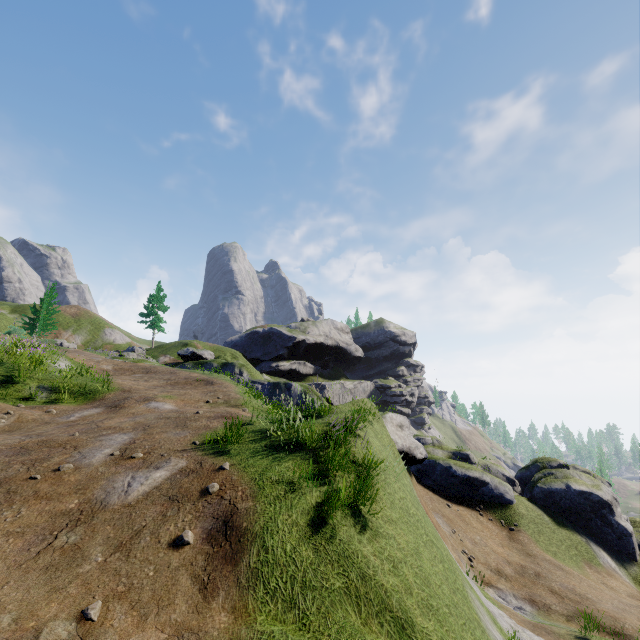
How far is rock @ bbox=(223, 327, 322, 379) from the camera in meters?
54.4

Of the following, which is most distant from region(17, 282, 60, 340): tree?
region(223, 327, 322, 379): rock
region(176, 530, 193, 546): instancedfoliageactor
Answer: region(176, 530, 193, 546): instancedfoliageactor

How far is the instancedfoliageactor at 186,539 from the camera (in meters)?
5.20

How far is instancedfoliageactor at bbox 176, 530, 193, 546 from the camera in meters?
5.2

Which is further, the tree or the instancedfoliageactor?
the tree

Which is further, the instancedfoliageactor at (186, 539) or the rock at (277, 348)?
the rock at (277, 348)

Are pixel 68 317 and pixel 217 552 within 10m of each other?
no
